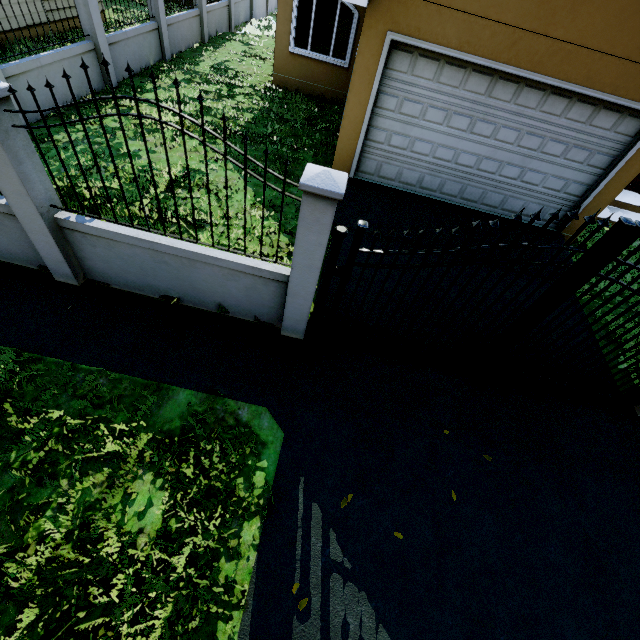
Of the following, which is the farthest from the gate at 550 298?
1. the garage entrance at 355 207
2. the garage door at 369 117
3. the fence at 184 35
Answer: the garage door at 369 117

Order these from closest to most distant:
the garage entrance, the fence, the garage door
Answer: the fence → the garage door → the garage entrance

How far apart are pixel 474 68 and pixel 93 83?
9.2 meters

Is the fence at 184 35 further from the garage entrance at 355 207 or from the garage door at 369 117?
the garage door at 369 117

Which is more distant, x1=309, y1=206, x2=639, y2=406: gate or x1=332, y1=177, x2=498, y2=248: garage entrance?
x1=332, y1=177, x2=498, y2=248: garage entrance

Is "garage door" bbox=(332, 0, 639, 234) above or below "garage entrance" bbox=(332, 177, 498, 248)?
above

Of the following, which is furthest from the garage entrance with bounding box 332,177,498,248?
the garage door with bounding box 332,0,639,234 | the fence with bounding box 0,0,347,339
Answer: the fence with bounding box 0,0,347,339

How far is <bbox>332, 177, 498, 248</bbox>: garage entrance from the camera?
6.85m
